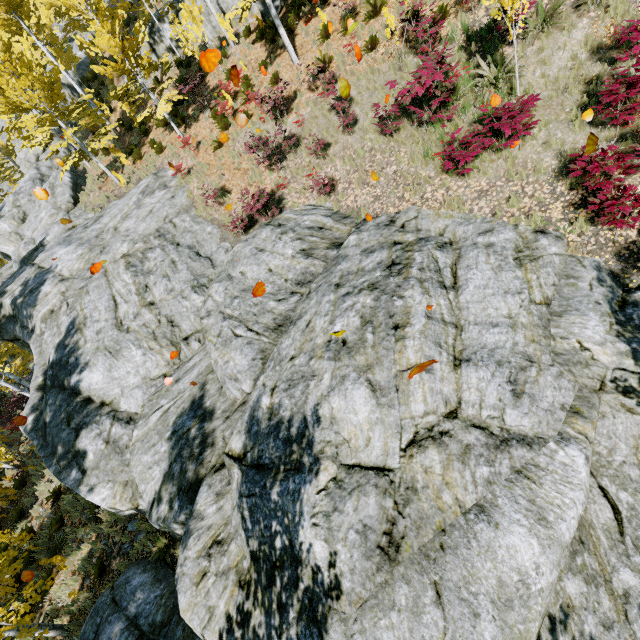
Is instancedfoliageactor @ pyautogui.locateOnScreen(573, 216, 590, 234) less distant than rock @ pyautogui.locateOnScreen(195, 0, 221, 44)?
Yes

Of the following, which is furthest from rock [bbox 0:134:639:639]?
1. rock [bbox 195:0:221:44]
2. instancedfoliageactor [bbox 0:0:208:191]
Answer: rock [bbox 195:0:221:44]

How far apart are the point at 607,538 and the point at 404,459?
2.7m

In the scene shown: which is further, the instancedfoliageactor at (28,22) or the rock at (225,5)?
the rock at (225,5)

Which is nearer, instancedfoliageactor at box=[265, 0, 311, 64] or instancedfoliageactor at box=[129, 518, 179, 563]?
instancedfoliageactor at box=[129, 518, 179, 563]

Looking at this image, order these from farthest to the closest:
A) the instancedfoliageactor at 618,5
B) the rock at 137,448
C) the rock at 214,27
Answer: the rock at 214,27, the instancedfoliageactor at 618,5, the rock at 137,448
